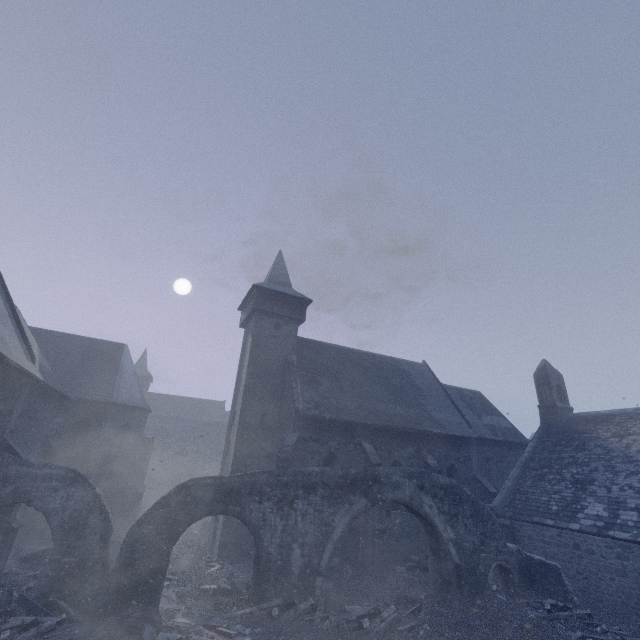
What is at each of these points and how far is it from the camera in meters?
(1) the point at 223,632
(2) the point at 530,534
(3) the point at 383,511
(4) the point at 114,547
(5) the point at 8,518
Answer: (1) instancedfoliageactor, 9.5 m
(2) building, 16.9 m
(3) building, 17.5 m
(4) instancedfoliageactor, 15.4 m
(5) building, 11.1 m

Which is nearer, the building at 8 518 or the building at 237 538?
the building at 8 518

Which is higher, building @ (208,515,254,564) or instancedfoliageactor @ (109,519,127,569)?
building @ (208,515,254,564)

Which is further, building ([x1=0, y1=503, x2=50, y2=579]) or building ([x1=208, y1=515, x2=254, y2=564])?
building ([x1=208, y1=515, x2=254, y2=564])

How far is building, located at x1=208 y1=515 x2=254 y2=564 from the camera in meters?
15.8

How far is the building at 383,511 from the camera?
15.26m

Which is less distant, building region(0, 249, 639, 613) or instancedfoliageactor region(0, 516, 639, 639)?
instancedfoliageactor region(0, 516, 639, 639)

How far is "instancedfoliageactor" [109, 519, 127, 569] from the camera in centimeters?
1439cm
